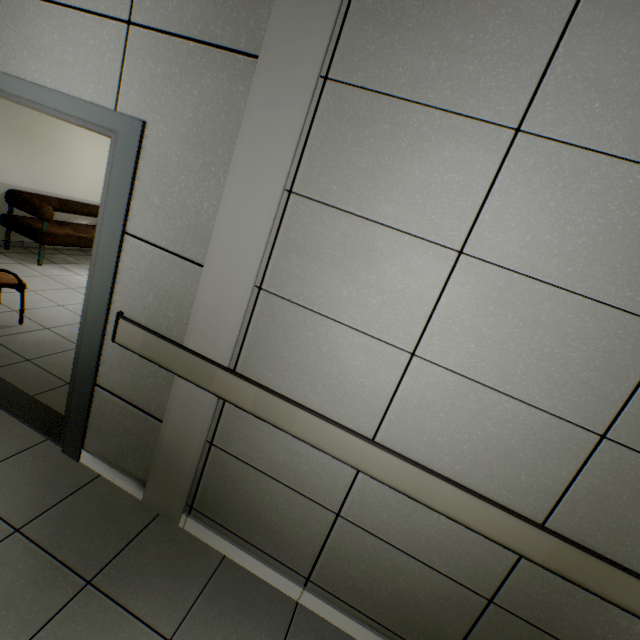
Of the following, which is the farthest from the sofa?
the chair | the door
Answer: the door

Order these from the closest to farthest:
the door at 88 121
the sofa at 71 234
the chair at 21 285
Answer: the door at 88 121 < the chair at 21 285 < the sofa at 71 234

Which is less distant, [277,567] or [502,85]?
[502,85]

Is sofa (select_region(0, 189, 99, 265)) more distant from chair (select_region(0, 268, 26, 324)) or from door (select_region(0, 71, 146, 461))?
door (select_region(0, 71, 146, 461))

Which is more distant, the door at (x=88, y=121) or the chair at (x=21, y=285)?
the chair at (x=21, y=285)
